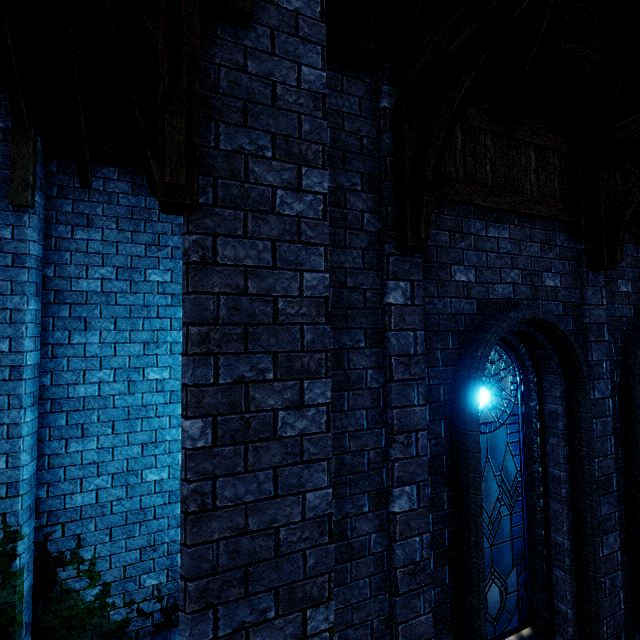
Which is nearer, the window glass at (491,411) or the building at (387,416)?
the building at (387,416)

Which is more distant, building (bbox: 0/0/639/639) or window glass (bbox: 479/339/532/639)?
window glass (bbox: 479/339/532/639)

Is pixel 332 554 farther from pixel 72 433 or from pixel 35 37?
pixel 35 37
